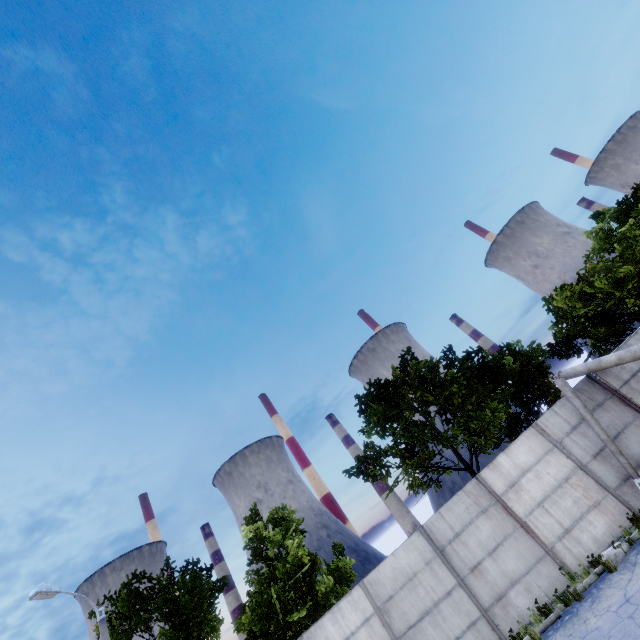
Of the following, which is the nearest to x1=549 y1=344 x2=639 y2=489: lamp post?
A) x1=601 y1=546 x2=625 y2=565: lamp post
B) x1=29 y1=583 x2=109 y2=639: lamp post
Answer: x1=601 y1=546 x2=625 y2=565: lamp post

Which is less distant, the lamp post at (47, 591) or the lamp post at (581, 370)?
the lamp post at (581, 370)

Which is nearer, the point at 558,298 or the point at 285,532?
the point at 285,532

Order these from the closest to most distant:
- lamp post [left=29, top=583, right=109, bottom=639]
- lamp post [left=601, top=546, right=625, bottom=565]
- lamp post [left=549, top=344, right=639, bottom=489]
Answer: lamp post [left=601, top=546, right=625, bottom=565] → lamp post [left=549, top=344, right=639, bottom=489] → lamp post [left=29, top=583, right=109, bottom=639]

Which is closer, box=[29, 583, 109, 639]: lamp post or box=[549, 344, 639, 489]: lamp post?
box=[549, 344, 639, 489]: lamp post

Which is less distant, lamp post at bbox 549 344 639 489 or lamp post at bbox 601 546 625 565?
lamp post at bbox 601 546 625 565

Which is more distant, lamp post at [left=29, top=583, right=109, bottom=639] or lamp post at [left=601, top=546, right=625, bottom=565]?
lamp post at [left=29, top=583, right=109, bottom=639]

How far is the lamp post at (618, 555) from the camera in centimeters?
919cm
